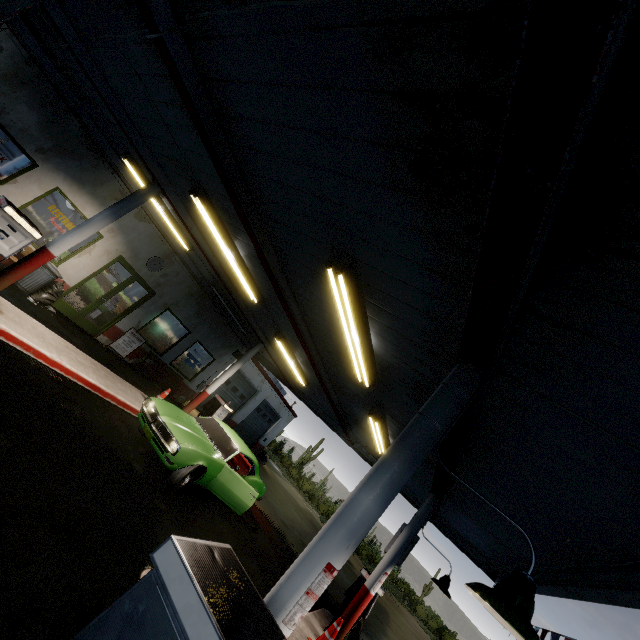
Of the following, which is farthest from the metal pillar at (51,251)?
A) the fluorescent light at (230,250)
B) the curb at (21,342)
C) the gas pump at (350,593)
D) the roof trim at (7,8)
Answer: the gas pump at (350,593)

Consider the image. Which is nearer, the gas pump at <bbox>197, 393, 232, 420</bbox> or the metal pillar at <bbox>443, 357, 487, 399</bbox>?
the metal pillar at <bbox>443, 357, 487, 399</bbox>

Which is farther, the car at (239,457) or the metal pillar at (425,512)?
the metal pillar at (425,512)

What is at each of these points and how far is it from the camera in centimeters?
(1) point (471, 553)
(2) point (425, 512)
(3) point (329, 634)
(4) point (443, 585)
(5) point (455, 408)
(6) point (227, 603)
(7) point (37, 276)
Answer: (1) roof trim, 983cm
(2) metal pillar, 761cm
(3) traffic cone, 626cm
(4) street light, 676cm
(5) metal pillar, 282cm
(6) gas pump, 157cm
(7) trash can, 886cm

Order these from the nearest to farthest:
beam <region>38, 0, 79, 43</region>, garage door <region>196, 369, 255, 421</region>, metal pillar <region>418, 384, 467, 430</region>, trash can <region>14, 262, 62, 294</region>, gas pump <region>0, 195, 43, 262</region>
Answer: metal pillar <region>418, 384, 467, 430</region> → beam <region>38, 0, 79, 43</region> → gas pump <region>0, 195, 43, 262</region> → trash can <region>14, 262, 62, 294</region> → garage door <region>196, 369, 255, 421</region>

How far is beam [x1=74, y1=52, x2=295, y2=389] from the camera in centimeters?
554cm

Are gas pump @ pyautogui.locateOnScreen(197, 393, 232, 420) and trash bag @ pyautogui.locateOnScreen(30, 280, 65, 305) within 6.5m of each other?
yes

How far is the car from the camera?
6.8m
